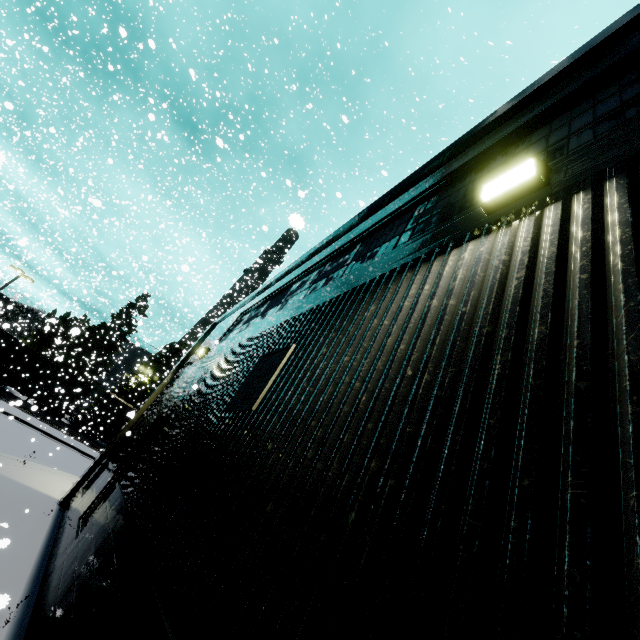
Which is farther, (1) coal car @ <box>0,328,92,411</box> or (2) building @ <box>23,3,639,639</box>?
(1) coal car @ <box>0,328,92,411</box>

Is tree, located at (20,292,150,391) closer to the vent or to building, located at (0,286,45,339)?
building, located at (0,286,45,339)

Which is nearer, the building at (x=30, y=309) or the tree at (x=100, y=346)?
the building at (x=30, y=309)

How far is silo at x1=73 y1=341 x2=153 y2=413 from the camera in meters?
44.4

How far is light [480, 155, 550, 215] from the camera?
2.46m

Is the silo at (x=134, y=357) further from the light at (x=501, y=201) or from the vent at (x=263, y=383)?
the light at (x=501, y=201)

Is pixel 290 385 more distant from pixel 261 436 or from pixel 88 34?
pixel 88 34

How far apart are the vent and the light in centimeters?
258cm
